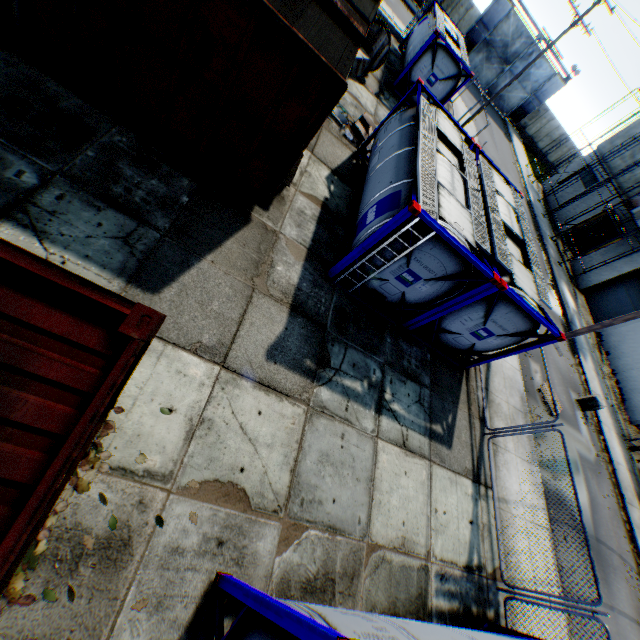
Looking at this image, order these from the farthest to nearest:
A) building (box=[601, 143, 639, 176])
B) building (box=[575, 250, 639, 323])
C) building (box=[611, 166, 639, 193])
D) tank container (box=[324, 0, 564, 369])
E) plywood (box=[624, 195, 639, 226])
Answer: building (box=[601, 143, 639, 176]), building (box=[611, 166, 639, 193]), building (box=[575, 250, 639, 323]), plywood (box=[624, 195, 639, 226]), tank container (box=[324, 0, 564, 369])

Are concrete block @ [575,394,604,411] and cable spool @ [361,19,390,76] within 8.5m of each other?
no

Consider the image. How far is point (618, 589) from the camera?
11.63m

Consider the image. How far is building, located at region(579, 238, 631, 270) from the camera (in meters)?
24.36

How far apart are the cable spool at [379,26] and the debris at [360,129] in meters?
5.1 m

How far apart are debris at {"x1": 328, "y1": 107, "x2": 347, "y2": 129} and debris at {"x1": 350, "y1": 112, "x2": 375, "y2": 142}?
0.3 meters

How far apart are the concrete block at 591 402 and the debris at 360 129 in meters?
16.2 m

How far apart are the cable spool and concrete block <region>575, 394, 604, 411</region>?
19.1m
